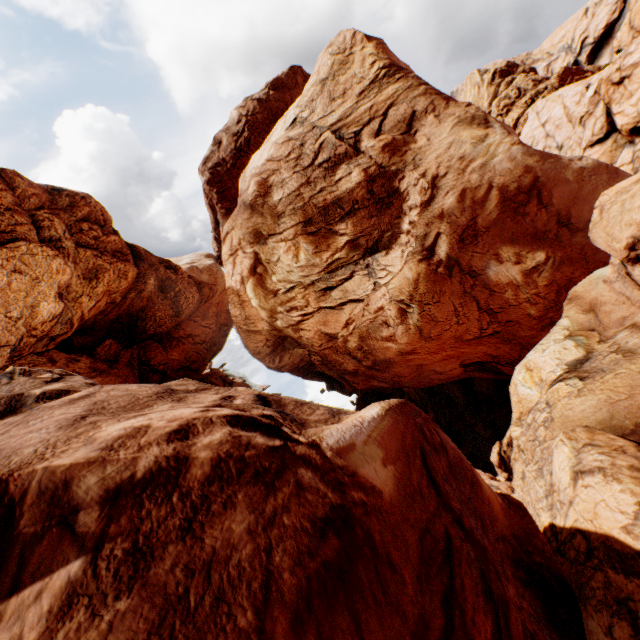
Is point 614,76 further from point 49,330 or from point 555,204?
point 49,330
